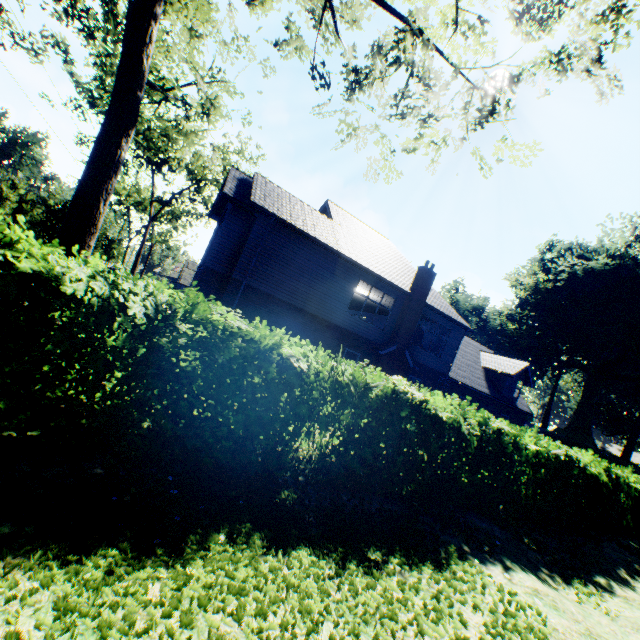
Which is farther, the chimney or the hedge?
the chimney

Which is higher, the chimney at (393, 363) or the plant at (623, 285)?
the plant at (623, 285)

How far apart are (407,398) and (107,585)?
5.3m

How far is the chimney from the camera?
18.1m

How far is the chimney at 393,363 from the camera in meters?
18.1

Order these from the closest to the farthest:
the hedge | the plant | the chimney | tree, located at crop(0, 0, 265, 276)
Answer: the hedge
tree, located at crop(0, 0, 265, 276)
the chimney
the plant

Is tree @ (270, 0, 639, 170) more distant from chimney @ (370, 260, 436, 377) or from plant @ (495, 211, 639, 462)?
plant @ (495, 211, 639, 462)

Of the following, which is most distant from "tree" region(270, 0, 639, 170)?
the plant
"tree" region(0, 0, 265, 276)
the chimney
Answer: the plant
